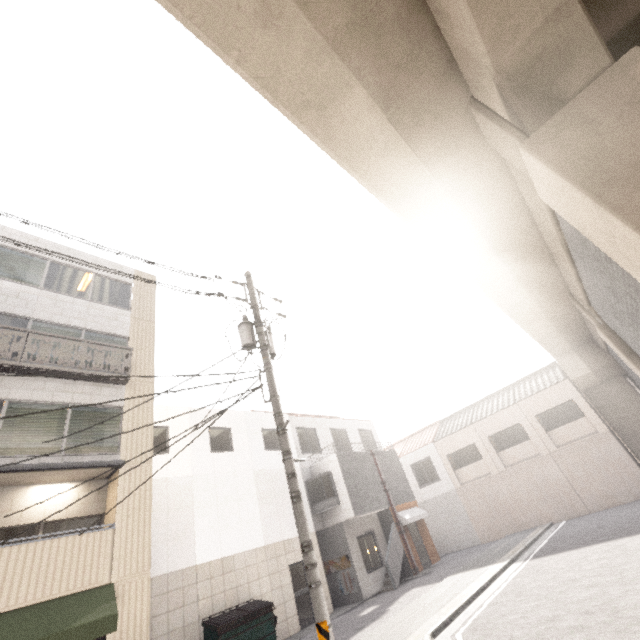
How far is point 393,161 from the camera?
5.6m

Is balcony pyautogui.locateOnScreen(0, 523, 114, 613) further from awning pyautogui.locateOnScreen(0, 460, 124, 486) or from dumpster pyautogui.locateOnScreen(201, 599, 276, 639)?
dumpster pyautogui.locateOnScreen(201, 599, 276, 639)

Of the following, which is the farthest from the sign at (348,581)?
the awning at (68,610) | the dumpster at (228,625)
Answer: the awning at (68,610)

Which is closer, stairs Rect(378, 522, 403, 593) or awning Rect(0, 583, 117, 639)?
awning Rect(0, 583, 117, 639)

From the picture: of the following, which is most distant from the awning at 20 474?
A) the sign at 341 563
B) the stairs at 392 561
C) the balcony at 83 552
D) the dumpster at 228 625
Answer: the stairs at 392 561

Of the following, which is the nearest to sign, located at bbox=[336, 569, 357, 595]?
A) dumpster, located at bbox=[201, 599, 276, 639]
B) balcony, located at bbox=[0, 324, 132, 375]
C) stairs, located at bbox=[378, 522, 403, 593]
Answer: stairs, located at bbox=[378, 522, 403, 593]

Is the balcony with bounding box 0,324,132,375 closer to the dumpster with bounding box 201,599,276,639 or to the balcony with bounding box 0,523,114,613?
the balcony with bounding box 0,523,114,613

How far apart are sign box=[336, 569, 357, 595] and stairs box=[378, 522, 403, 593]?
1.4 meters
